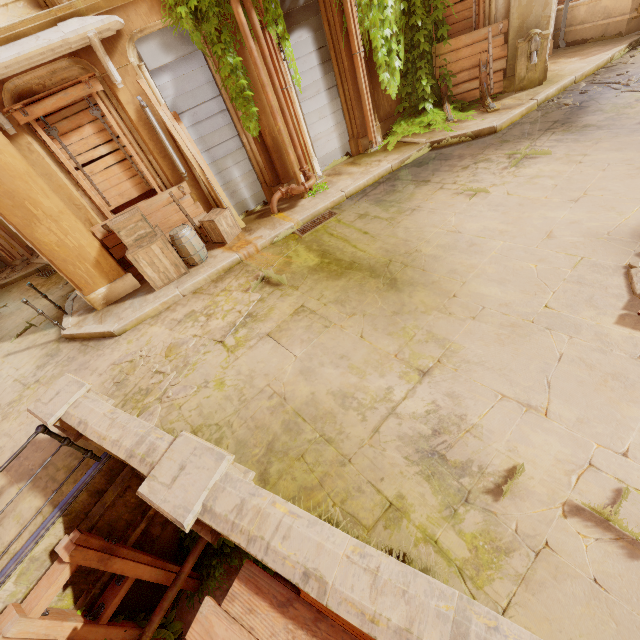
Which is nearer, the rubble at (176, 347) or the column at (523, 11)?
the rubble at (176, 347)

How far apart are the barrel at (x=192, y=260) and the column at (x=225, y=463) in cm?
522

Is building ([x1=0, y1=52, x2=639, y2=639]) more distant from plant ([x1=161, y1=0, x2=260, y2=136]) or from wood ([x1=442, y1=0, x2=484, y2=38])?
wood ([x1=442, y1=0, x2=484, y2=38])

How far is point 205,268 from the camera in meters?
7.2

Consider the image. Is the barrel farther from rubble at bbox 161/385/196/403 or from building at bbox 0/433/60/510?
rubble at bbox 161/385/196/403

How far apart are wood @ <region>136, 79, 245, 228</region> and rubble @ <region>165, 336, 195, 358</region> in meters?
3.6 m

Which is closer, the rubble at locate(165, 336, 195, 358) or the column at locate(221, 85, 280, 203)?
the rubble at locate(165, 336, 195, 358)

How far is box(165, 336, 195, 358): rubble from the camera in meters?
5.6
